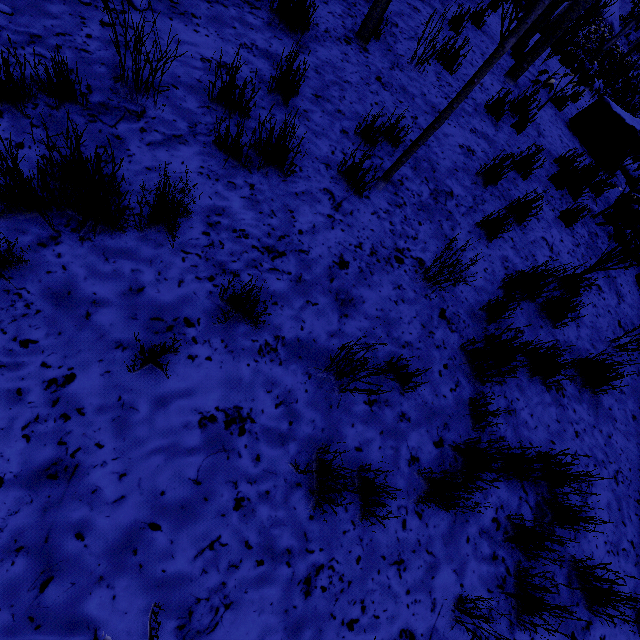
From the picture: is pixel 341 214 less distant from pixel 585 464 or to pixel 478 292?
pixel 478 292

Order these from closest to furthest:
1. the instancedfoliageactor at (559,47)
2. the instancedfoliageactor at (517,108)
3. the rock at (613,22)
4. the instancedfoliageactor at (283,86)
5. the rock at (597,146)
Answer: the instancedfoliageactor at (559,47), the instancedfoliageactor at (283,86), the instancedfoliageactor at (517,108), the rock at (597,146), the rock at (613,22)

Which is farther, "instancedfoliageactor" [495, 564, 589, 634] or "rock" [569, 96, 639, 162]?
"rock" [569, 96, 639, 162]

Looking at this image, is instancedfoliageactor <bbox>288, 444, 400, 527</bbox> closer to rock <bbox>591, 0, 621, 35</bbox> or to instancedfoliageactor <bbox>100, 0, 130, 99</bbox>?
instancedfoliageactor <bbox>100, 0, 130, 99</bbox>

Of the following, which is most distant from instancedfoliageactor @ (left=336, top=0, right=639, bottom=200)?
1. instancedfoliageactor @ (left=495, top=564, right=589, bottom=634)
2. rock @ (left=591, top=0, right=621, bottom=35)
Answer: instancedfoliageactor @ (left=495, top=564, right=589, bottom=634)

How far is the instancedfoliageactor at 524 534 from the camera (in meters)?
1.93

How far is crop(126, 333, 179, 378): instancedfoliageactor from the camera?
1.51m

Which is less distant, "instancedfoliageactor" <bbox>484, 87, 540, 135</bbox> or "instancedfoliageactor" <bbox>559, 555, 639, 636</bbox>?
"instancedfoliageactor" <bbox>559, 555, 639, 636</bbox>
